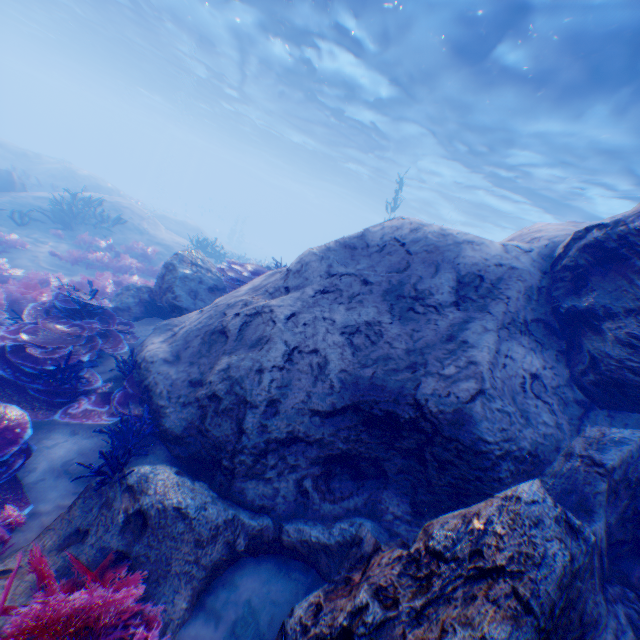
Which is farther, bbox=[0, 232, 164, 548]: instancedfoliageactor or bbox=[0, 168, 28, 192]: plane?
bbox=[0, 168, 28, 192]: plane

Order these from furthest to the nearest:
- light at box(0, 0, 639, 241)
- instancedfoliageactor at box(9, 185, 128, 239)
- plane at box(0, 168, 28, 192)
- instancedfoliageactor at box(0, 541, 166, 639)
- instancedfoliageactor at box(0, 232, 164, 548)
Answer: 1. plane at box(0, 168, 28, 192)
2. instancedfoliageactor at box(9, 185, 128, 239)
3. light at box(0, 0, 639, 241)
4. instancedfoliageactor at box(0, 232, 164, 548)
5. instancedfoliageactor at box(0, 541, 166, 639)

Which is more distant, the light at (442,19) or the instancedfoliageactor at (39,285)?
the light at (442,19)

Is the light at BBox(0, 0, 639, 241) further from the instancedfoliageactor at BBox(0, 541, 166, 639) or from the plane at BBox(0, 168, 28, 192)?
the instancedfoliageactor at BBox(0, 541, 166, 639)

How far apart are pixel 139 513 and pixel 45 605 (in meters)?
1.17

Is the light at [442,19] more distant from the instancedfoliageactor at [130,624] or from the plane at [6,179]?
the instancedfoliageactor at [130,624]

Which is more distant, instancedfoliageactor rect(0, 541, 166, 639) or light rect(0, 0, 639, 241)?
light rect(0, 0, 639, 241)

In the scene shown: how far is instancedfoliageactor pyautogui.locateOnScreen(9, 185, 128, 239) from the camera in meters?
11.6
